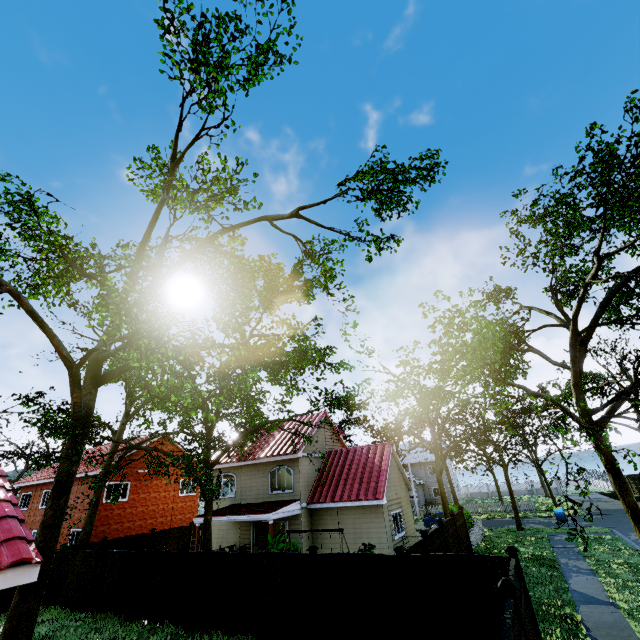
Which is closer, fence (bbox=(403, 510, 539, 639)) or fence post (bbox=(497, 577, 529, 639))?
fence post (bbox=(497, 577, 529, 639))

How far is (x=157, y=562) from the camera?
13.66m

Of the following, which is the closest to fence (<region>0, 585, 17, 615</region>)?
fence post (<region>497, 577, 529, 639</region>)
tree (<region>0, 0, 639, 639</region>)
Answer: fence post (<region>497, 577, 529, 639</region>)

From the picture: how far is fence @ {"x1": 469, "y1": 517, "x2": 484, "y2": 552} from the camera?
19.39m

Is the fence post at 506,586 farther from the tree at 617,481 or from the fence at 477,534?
the tree at 617,481

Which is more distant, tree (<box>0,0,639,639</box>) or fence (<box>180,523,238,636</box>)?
fence (<box>180,523,238,636</box>)

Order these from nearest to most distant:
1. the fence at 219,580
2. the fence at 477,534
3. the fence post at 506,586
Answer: the fence post at 506,586
the fence at 219,580
the fence at 477,534
